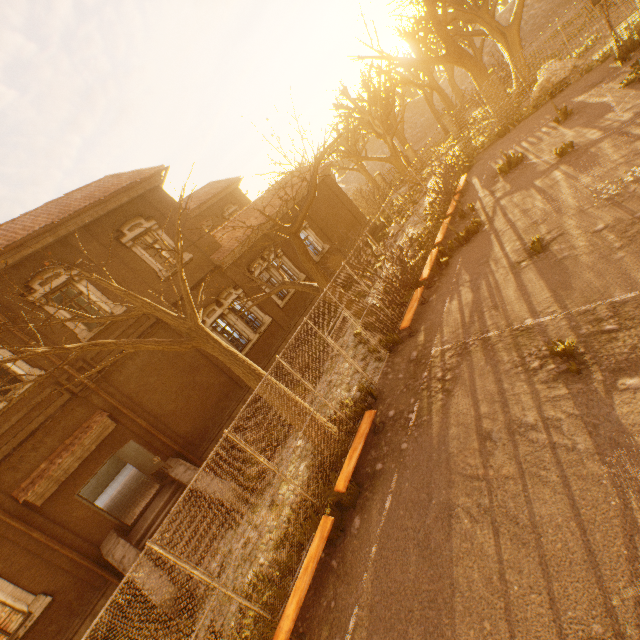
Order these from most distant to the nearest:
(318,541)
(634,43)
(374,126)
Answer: (374,126), (634,43), (318,541)

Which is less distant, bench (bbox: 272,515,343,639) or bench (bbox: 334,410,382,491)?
bench (bbox: 272,515,343,639)

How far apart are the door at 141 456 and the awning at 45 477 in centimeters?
52cm

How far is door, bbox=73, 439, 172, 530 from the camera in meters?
10.8

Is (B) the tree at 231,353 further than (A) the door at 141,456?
No

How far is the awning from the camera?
9.8m

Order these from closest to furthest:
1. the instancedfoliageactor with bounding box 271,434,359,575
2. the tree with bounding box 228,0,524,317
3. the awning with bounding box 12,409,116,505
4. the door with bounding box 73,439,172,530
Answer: the instancedfoliageactor with bounding box 271,434,359,575, the tree with bounding box 228,0,524,317, the awning with bounding box 12,409,116,505, the door with bounding box 73,439,172,530

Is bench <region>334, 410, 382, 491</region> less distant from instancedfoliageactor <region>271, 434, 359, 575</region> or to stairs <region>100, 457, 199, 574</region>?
instancedfoliageactor <region>271, 434, 359, 575</region>
